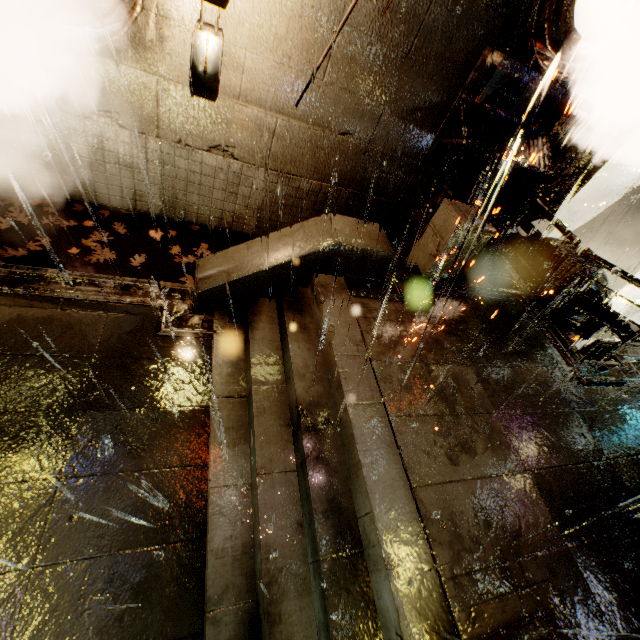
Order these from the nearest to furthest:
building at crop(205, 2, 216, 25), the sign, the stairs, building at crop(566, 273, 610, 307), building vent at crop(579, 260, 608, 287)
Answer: the stairs
the sign
building at crop(205, 2, 216, 25)
building at crop(566, 273, 610, 307)
building vent at crop(579, 260, 608, 287)

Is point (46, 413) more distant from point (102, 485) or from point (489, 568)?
point (489, 568)

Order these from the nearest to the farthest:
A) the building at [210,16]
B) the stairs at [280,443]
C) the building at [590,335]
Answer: the stairs at [280,443] → the building at [210,16] → the building at [590,335]

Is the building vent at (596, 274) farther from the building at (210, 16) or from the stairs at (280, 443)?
the stairs at (280, 443)

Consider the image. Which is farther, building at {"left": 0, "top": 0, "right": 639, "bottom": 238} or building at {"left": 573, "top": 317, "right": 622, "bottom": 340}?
building at {"left": 573, "top": 317, "right": 622, "bottom": 340}

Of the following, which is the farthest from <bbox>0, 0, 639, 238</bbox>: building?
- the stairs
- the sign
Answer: the stairs

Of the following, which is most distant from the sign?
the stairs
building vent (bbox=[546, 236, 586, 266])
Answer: building vent (bbox=[546, 236, 586, 266])

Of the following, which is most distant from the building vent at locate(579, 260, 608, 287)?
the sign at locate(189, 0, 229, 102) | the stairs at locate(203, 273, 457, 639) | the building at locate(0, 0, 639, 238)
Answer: the sign at locate(189, 0, 229, 102)
